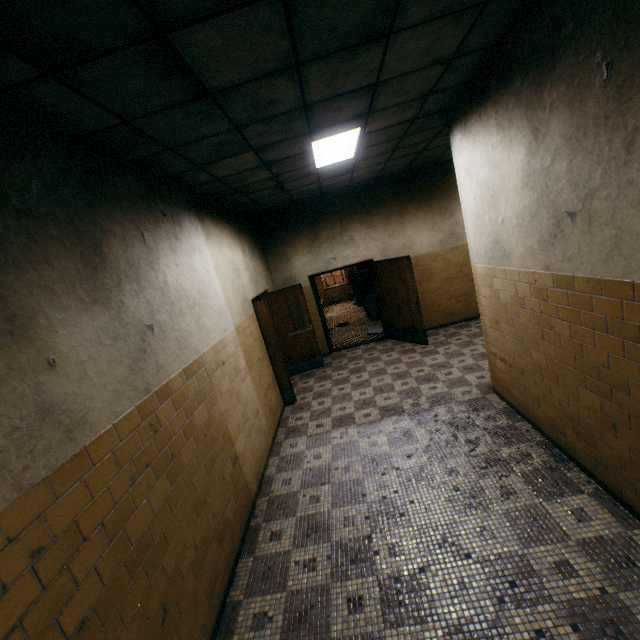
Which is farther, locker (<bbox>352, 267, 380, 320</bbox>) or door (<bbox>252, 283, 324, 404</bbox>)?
locker (<bbox>352, 267, 380, 320</bbox>)

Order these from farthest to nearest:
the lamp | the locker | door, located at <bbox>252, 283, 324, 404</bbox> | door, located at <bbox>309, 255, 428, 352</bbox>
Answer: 1. the locker
2. door, located at <bbox>309, 255, 428, 352</bbox>
3. door, located at <bbox>252, 283, 324, 404</bbox>
4. the lamp

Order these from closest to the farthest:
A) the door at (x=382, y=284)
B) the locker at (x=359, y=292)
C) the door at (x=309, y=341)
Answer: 1. the door at (x=309, y=341)
2. the door at (x=382, y=284)
3. the locker at (x=359, y=292)

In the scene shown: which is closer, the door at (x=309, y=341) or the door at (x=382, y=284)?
the door at (x=309, y=341)

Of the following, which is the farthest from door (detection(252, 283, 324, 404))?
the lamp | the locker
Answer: the locker

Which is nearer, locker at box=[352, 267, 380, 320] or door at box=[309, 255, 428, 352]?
door at box=[309, 255, 428, 352]

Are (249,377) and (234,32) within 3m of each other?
no
